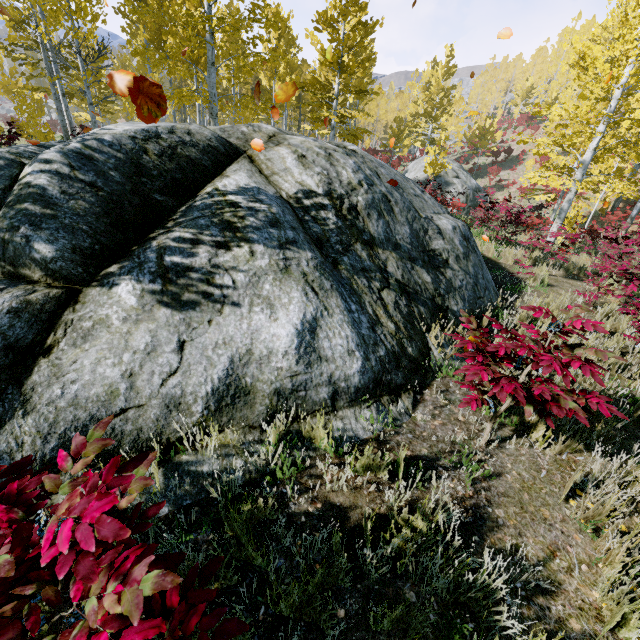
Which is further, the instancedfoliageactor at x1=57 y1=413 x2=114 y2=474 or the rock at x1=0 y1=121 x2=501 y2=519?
the rock at x1=0 y1=121 x2=501 y2=519

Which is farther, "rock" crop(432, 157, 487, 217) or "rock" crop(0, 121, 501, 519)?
"rock" crop(432, 157, 487, 217)

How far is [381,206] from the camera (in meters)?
4.82

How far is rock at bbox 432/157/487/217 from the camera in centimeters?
2348cm

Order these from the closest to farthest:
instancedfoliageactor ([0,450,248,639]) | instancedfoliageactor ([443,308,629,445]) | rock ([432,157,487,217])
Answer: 1. instancedfoliageactor ([0,450,248,639])
2. instancedfoliageactor ([443,308,629,445])
3. rock ([432,157,487,217])

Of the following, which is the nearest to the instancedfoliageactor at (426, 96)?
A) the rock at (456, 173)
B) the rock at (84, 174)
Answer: the rock at (84, 174)

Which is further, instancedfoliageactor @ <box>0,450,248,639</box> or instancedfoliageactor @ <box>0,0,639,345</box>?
instancedfoliageactor @ <box>0,0,639,345</box>

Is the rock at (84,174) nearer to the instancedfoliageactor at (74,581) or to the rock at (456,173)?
the instancedfoliageactor at (74,581)
